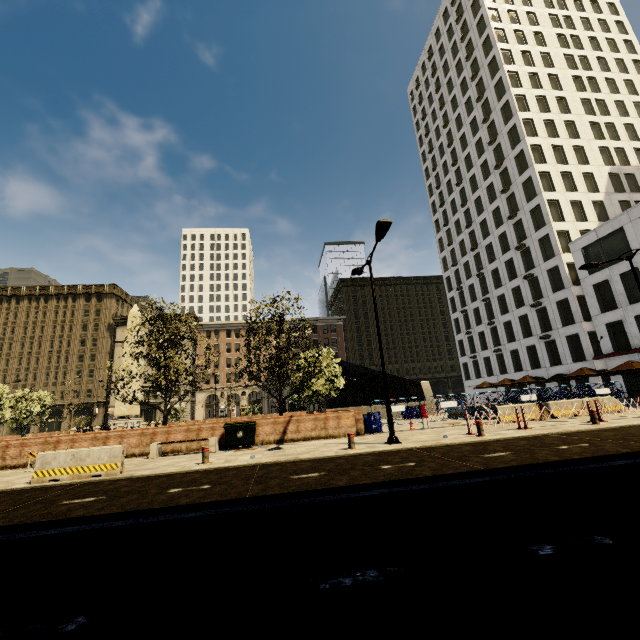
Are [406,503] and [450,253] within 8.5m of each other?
no

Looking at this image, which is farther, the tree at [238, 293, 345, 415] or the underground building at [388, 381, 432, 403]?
the underground building at [388, 381, 432, 403]

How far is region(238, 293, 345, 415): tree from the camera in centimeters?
1698cm

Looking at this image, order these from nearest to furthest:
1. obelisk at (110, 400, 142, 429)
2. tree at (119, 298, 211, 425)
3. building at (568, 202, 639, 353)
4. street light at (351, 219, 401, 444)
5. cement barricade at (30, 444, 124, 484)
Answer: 1. cement barricade at (30, 444, 124, 484)
2. street light at (351, 219, 401, 444)
3. tree at (119, 298, 211, 425)
4. obelisk at (110, 400, 142, 429)
5. building at (568, 202, 639, 353)

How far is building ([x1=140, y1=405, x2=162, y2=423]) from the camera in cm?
5878

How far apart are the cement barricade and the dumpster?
4.44m

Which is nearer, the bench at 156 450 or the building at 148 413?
the bench at 156 450

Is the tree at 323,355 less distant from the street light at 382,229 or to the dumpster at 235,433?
the dumpster at 235,433
